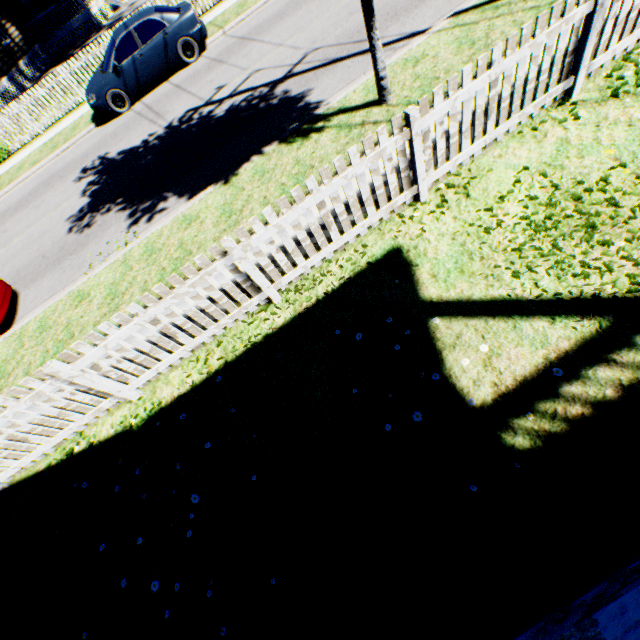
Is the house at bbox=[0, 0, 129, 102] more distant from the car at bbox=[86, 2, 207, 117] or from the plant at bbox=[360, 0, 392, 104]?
the plant at bbox=[360, 0, 392, 104]

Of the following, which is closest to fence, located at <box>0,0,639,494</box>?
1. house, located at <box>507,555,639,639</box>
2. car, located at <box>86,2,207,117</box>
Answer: house, located at <box>507,555,639,639</box>

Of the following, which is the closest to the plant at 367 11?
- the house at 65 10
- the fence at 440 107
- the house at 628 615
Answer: the fence at 440 107

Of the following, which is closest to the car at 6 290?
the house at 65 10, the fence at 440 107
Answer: the fence at 440 107

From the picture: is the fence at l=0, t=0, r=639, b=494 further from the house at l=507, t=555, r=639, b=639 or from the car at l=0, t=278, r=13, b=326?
the house at l=507, t=555, r=639, b=639

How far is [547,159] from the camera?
4.14m

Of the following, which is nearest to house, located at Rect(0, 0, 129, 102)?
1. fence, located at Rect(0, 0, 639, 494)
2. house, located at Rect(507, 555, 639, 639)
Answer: fence, located at Rect(0, 0, 639, 494)

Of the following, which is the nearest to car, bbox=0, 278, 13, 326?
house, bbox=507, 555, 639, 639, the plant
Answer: house, bbox=507, 555, 639, 639
